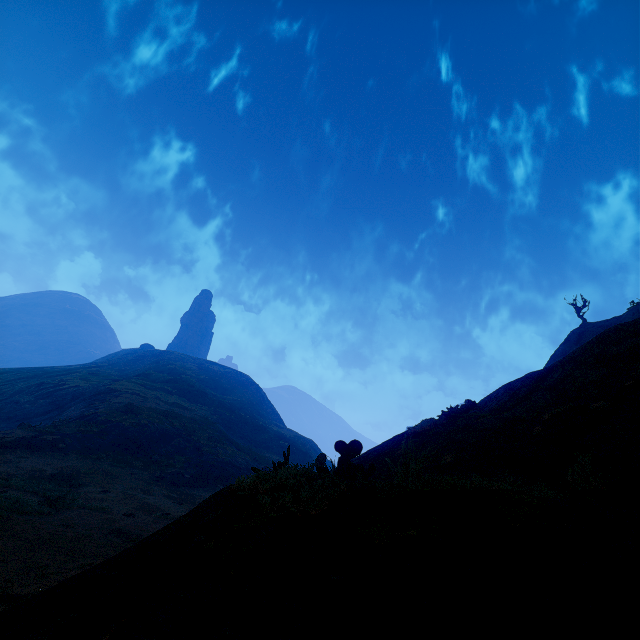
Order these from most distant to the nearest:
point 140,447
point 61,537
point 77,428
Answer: → point 140,447 < point 77,428 < point 61,537
